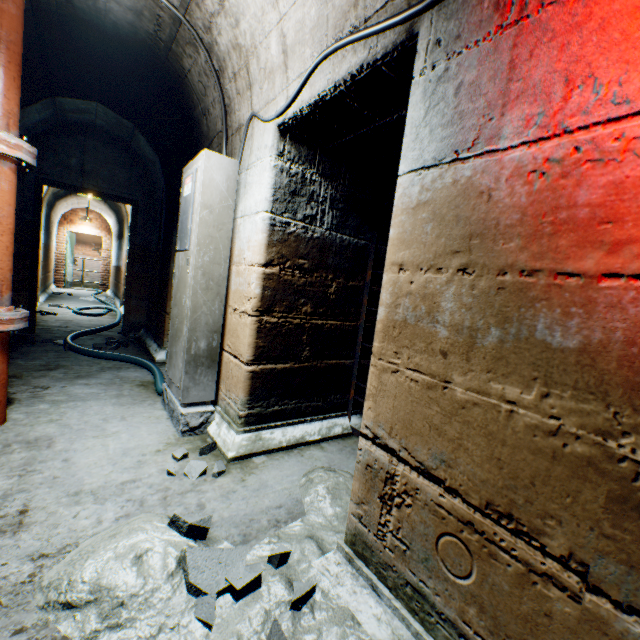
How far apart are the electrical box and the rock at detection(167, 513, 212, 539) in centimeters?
96cm

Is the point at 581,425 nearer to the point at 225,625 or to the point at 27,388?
the point at 225,625

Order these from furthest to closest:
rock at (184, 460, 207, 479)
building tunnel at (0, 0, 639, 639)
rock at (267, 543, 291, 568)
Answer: rock at (184, 460, 207, 479) < rock at (267, 543, 291, 568) < building tunnel at (0, 0, 639, 639)

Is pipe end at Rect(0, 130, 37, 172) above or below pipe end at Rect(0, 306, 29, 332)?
above

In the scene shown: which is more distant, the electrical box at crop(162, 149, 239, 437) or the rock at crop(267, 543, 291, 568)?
the electrical box at crop(162, 149, 239, 437)

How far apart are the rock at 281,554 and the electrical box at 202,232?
1.2 meters

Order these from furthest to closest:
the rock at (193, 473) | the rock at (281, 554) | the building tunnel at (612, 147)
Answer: the rock at (193, 473) → the rock at (281, 554) → the building tunnel at (612, 147)

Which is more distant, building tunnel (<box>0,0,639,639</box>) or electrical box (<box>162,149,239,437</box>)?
electrical box (<box>162,149,239,437</box>)
